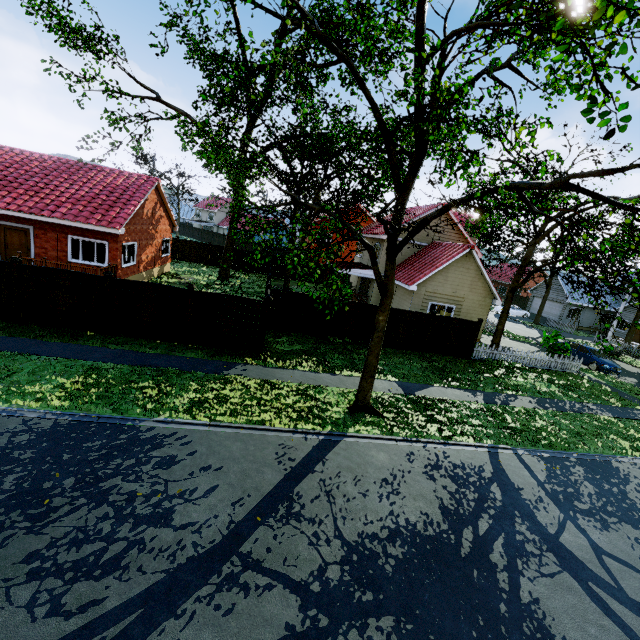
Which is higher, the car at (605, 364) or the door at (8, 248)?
the door at (8, 248)

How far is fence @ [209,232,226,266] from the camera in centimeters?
3428cm

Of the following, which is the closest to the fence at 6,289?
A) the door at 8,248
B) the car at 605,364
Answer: the car at 605,364

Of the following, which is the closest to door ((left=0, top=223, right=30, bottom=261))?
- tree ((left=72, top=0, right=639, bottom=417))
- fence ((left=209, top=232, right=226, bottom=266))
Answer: fence ((left=209, top=232, right=226, bottom=266))

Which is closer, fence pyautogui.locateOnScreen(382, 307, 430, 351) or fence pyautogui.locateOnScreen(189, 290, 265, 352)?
fence pyautogui.locateOnScreen(189, 290, 265, 352)

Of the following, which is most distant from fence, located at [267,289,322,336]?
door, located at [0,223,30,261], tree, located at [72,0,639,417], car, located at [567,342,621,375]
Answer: door, located at [0,223,30,261]

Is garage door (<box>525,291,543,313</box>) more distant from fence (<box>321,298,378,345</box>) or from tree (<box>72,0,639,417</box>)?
fence (<box>321,298,378,345</box>)

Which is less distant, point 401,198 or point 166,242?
point 401,198
